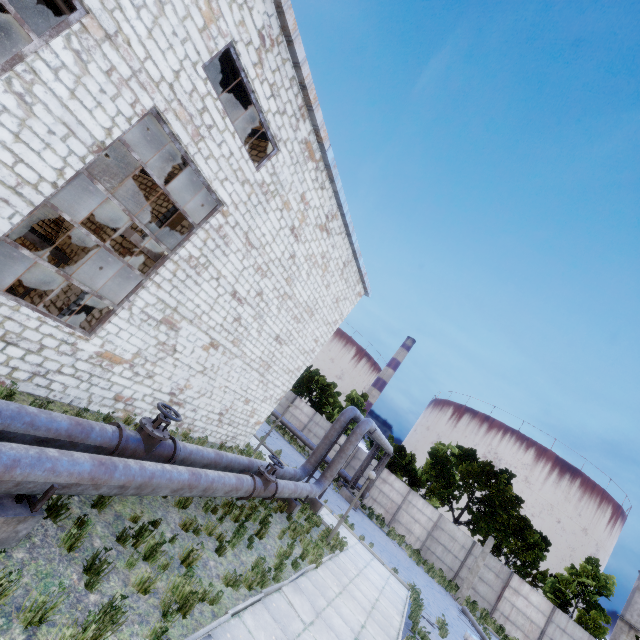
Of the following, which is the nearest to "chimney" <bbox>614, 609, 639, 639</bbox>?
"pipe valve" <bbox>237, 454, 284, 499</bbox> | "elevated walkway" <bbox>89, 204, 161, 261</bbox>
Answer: "pipe valve" <bbox>237, 454, 284, 499</bbox>

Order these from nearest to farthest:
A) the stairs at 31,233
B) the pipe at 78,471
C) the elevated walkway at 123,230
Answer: the pipe at 78,471
the elevated walkway at 123,230
the stairs at 31,233

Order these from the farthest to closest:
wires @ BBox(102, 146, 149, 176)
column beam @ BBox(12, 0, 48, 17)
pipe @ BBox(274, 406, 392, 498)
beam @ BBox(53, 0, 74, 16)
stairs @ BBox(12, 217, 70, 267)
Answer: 1. column beam @ BBox(12, 0, 48, 17)
2. wires @ BBox(102, 146, 149, 176)
3. pipe @ BBox(274, 406, 392, 498)
4. stairs @ BBox(12, 217, 70, 267)
5. beam @ BBox(53, 0, 74, 16)

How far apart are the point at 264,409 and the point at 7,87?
14.21m

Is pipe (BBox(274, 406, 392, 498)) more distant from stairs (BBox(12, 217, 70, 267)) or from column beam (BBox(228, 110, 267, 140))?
stairs (BBox(12, 217, 70, 267))

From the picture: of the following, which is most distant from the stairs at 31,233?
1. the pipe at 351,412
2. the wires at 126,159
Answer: the pipe at 351,412

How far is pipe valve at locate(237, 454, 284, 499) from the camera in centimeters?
933cm

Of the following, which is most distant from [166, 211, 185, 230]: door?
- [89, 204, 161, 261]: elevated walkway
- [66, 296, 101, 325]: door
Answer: [66, 296, 101, 325]: door
